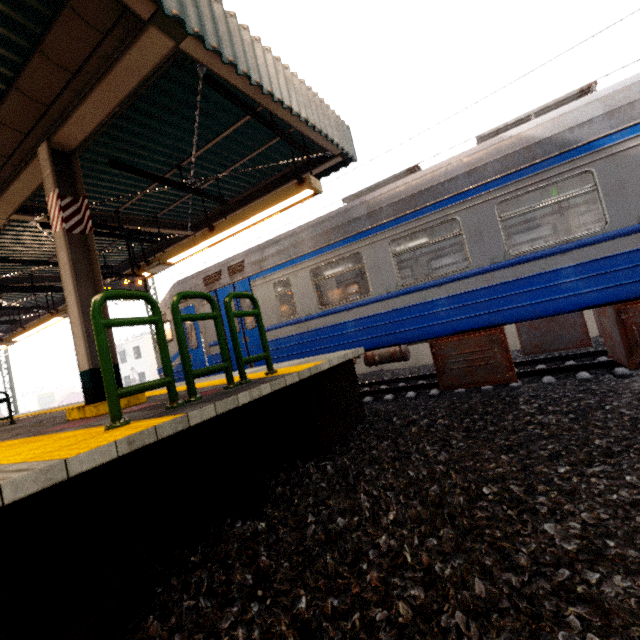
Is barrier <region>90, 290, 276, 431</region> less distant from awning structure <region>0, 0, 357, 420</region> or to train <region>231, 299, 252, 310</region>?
awning structure <region>0, 0, 357, 420</region>

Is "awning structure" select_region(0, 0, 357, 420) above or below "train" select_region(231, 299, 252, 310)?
above

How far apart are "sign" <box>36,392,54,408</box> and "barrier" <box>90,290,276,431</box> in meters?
73.9

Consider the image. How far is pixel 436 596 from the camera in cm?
170

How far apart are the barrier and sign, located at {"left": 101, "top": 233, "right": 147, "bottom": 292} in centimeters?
434cm

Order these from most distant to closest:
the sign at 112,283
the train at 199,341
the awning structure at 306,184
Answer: the train at 199,341, the sign at 112,283, the awning structure at 306,184

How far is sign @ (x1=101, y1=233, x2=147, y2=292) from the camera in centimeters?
673cm

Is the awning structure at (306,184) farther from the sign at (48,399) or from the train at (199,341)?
the sign at (48,399)
